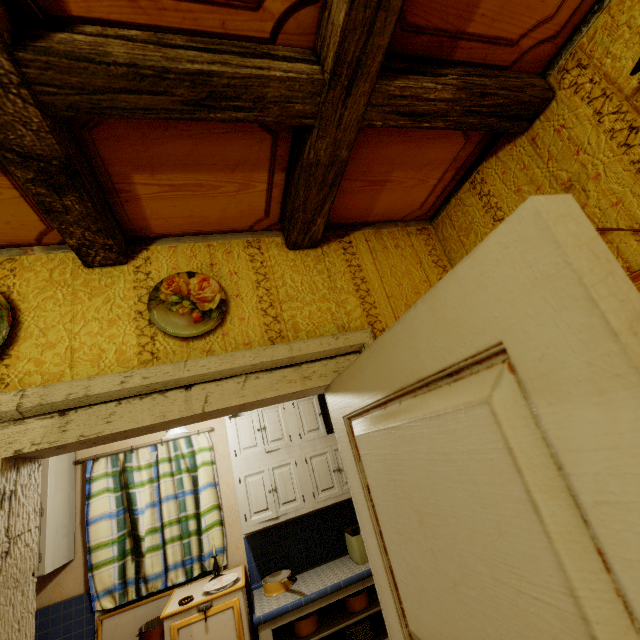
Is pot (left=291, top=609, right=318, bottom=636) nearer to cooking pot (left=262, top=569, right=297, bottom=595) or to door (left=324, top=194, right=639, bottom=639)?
cooking pot (left=262, top=569, right=297, bottom=595)

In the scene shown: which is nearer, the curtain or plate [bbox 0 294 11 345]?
plate [bbox 0 294 11 345]

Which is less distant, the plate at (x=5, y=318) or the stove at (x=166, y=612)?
the plate at (x=5, y=318)

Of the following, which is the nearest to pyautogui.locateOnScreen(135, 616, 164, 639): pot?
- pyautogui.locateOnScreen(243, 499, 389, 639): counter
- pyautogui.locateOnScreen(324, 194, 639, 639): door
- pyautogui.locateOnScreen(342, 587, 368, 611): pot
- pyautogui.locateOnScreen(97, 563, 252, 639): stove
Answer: pyautogui.locateOnScreen(97, 563, 252, 639): stove

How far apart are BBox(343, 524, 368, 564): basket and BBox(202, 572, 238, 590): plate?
1.04m

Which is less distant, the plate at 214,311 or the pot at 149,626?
the plate at 214,311

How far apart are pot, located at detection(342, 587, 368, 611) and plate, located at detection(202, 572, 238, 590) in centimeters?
96cm

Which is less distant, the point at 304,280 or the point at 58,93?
the point at 58,93
